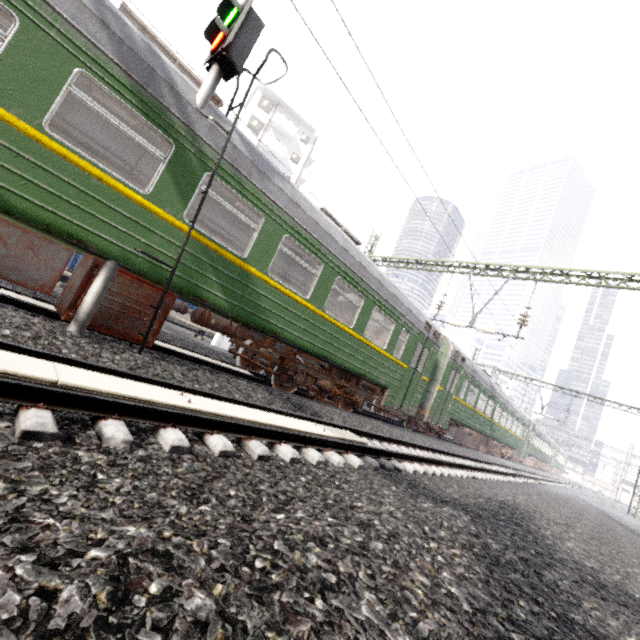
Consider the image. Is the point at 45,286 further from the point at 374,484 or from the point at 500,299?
the point at 500,299

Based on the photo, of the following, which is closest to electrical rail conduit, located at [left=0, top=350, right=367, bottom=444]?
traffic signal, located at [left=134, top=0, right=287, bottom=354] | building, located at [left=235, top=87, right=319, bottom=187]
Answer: traffic signal, located at [left=134, top=0, right=287, bottom=354]

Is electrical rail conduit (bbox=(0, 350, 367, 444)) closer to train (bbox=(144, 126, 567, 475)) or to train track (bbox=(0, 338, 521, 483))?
train track (bbox=(0, 338, 521, 483))

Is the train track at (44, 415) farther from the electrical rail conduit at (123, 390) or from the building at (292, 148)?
the building at (292, 148)

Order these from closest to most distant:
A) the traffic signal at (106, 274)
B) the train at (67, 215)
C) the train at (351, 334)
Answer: the train at (67, 215)
the traffic signal at (106, 274)
the train at (351, 334)

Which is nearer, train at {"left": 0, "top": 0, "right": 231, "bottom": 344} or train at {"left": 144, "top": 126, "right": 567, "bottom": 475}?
train at {"left": 0, "top": 0, "right": 231, "bottom": 344}

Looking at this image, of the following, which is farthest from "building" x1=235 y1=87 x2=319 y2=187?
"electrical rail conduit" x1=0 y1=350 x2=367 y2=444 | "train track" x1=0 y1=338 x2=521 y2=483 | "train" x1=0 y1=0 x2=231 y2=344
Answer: "electrical rail conduit" x1=0 y1=350 x2=367 y2=444
